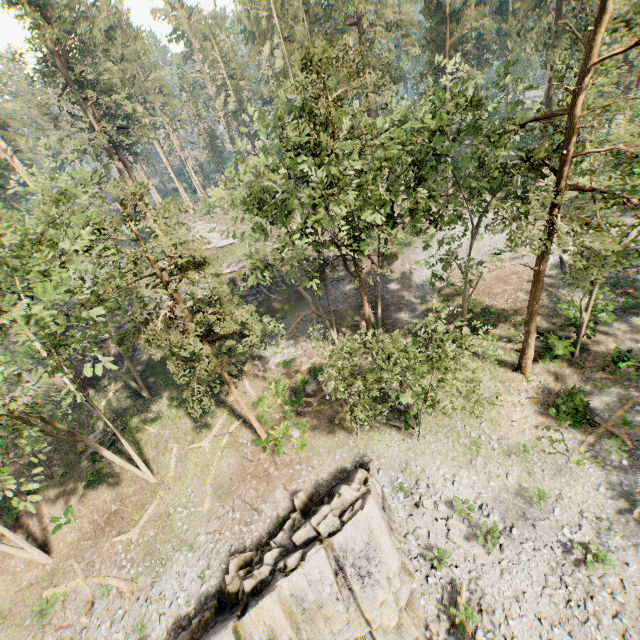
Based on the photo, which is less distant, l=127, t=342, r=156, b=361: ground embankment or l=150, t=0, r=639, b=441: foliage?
l=150, t=0, r=639, b=441: foliage

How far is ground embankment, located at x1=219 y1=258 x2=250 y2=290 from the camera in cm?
3600

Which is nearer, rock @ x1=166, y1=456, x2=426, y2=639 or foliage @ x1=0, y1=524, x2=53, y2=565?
rock @ x1=166, y1=456, x2=426, y2=639

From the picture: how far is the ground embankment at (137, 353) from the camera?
33.0m

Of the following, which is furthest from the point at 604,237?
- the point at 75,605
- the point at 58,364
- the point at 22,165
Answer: the point at 22,165

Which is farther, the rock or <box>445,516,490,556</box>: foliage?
<box>445,516,490,556</box>: foliage

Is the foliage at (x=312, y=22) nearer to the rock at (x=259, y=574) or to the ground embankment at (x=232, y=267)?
the ground embankment at (x=232, y=267)
